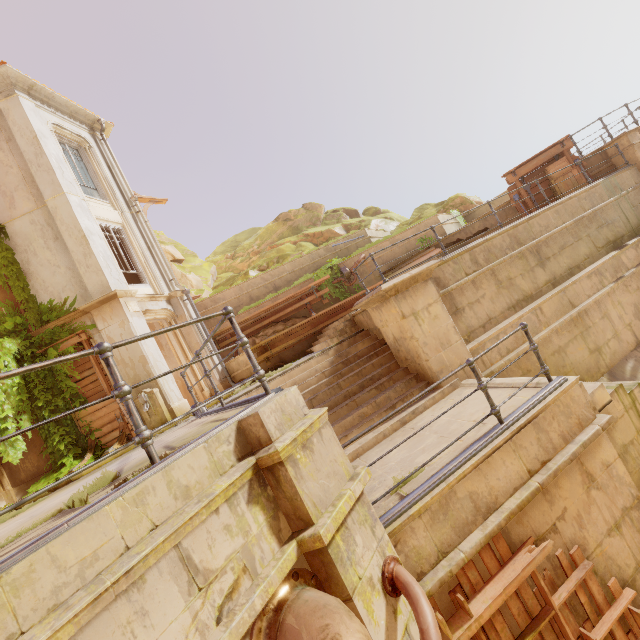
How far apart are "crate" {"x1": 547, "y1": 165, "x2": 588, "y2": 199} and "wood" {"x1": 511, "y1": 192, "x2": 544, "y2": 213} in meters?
0.0

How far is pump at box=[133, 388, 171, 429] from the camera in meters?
9.7 m

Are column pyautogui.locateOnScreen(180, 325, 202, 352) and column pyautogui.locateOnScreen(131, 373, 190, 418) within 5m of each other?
yes

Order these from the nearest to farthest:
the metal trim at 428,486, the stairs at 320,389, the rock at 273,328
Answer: the metal trim at 428,486 < the stairs at 320,389 < the rock at 273,328

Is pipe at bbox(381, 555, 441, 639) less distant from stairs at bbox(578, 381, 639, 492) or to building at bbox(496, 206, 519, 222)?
stairs at bbox(578, 381, 639, 492)

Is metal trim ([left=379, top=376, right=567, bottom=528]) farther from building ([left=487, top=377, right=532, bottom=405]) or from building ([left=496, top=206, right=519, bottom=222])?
building ([left=496, top=206, right=519, bottom=222])

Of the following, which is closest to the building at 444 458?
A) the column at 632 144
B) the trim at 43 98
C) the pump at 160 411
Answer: the pump at 160 411

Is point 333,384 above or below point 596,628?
above
